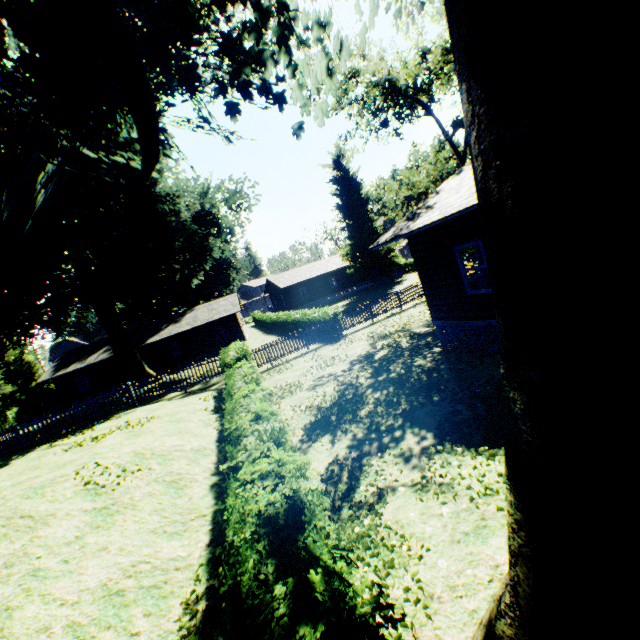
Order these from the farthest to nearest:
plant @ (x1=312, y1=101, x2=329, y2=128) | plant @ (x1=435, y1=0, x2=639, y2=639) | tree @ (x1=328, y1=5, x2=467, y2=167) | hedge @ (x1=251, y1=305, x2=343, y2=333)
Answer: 1. hedge @ (x1=251, y1=305, x2=343, y2=333)
2. tree @ (x1=328, y1=5, x2=467, y2=167)
3. plant @ (x1=312, y1=101, x2=329, y2=128)
4. plant @ (x1=435, y1=0, x2=639, y2=639)

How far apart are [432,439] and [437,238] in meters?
6.6

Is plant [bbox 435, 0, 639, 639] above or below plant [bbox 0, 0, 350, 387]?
below

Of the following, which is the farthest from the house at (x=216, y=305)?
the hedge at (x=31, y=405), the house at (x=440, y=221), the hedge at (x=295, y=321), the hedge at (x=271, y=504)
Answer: the house at (x=440, y=221)

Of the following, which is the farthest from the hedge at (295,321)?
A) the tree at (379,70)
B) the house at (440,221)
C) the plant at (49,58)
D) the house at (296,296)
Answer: the house at (440,221)

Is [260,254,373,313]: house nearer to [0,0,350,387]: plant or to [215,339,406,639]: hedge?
[0,0,350,387]: plant

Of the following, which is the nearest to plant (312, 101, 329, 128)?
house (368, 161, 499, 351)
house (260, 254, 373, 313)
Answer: house (260, 254, 373, 313)

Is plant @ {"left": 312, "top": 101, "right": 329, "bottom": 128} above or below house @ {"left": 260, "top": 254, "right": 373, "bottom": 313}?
above
